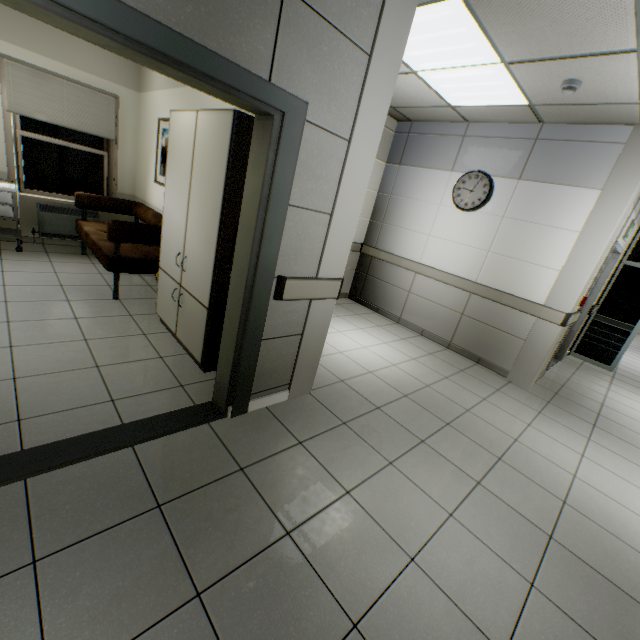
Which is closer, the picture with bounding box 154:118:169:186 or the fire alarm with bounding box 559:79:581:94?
the fire alarm with bounding box 559:79:581:94

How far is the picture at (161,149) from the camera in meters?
4.5

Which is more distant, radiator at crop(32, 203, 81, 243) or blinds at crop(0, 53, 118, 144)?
radiator at crop(32, 203, 81, 243)

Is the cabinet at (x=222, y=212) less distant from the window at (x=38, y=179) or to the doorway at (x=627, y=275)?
the window at (x=38, y=179)

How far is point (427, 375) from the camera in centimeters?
408cm

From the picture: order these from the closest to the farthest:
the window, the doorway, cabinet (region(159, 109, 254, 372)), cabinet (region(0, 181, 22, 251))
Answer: cabinet (region(159, 109, 254, 372)) < cabinet (region(0, 181, 22, 251)) < the window < the doorway

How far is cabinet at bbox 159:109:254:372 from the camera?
2.33m

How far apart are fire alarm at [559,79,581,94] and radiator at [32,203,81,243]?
6.6 meters
